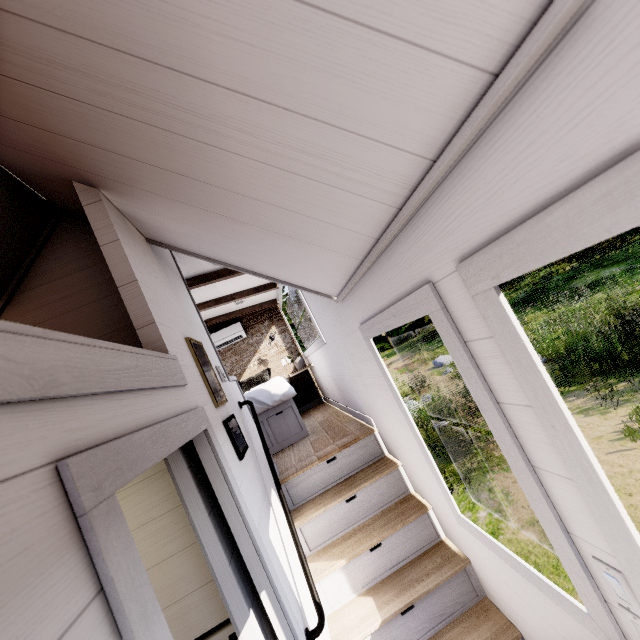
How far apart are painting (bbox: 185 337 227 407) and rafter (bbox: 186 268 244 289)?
1.8 meters

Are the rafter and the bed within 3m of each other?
yes

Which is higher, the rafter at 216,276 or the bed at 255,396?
the rafter at 216,276

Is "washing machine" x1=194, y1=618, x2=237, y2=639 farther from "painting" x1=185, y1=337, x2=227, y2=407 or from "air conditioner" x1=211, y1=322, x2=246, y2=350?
"air conditioner" x1=211, y1=322, x2=246, y2=350

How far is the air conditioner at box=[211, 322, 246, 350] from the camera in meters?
6.0

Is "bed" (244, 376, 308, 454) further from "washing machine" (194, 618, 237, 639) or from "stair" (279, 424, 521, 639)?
"washing machine" (194, 618, 237, 639)

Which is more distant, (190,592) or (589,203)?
(190,592)

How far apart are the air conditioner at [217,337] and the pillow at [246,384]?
0.72m
